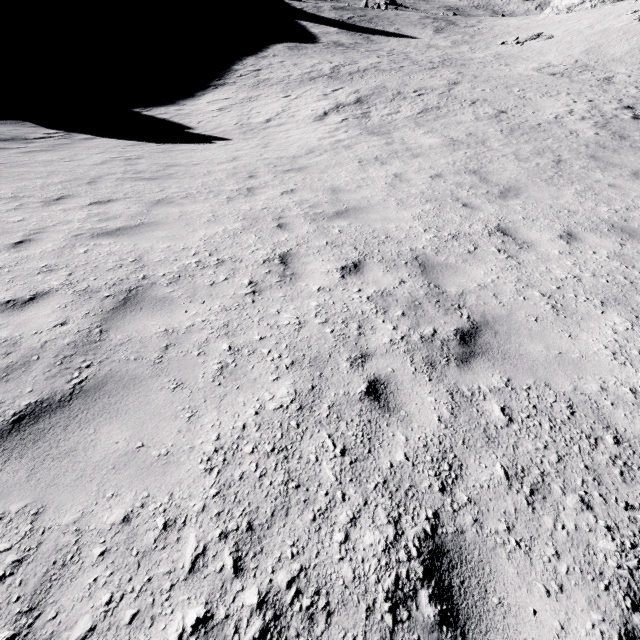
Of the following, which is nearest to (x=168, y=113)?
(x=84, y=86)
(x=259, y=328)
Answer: (x=84, y=86)
